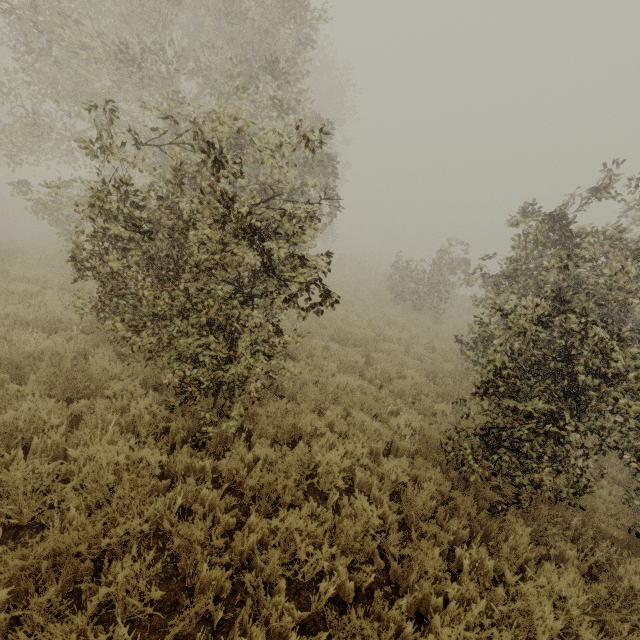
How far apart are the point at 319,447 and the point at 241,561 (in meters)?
2.03
